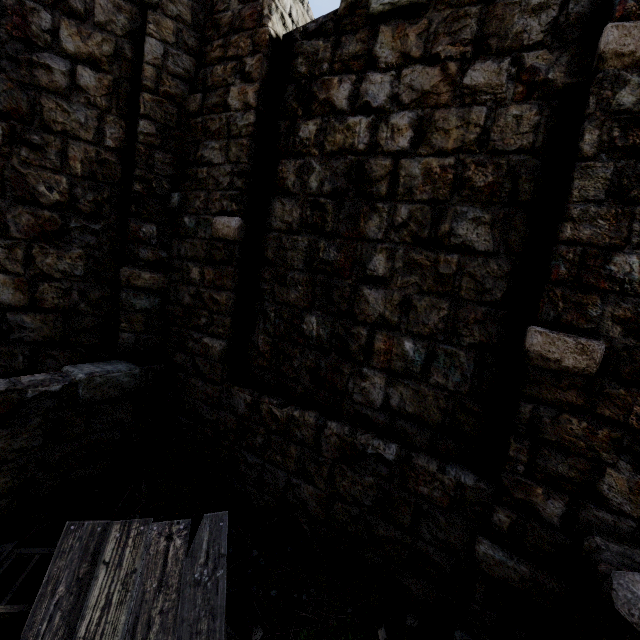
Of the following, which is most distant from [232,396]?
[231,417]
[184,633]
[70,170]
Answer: [70,170]
